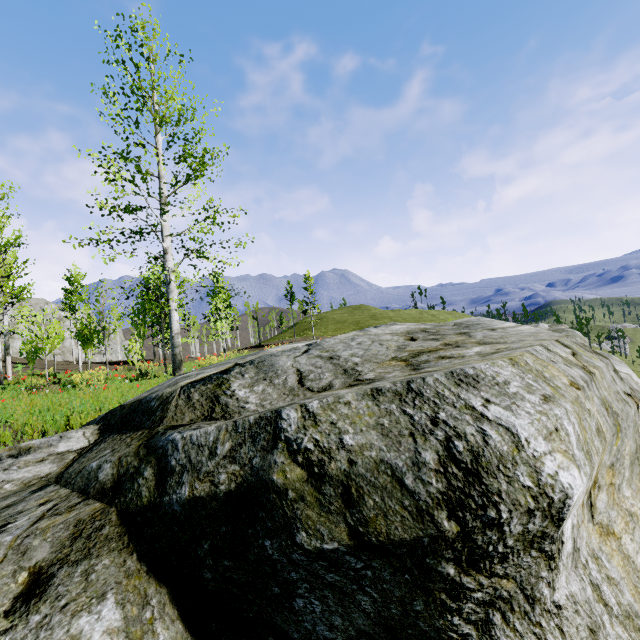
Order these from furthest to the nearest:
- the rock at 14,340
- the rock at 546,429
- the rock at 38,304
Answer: the rock at 38,304 → the rock at 14,340 → the rock at 546,429

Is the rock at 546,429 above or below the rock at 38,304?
below

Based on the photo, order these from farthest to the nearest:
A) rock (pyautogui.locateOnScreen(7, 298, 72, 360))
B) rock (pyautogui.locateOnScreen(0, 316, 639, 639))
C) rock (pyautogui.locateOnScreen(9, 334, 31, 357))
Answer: rock (pyautogui.locateOnScreen(7, 298, 72, 360)), rock (pyautogui.locateOnScreen(9, 334, 31, 357)), rock (pyautogui.locateOnScreen(0, 316, 639, 639))

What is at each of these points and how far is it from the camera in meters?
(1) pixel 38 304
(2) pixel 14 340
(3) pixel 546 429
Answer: (1) rock, 49.4
(2) rock, 42.3
(3) rock, 1.2

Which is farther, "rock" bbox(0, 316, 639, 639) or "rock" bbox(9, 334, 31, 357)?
"rock" bbox(9, 334, 31, 357)

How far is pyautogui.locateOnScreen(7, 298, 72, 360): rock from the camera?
47.0m
